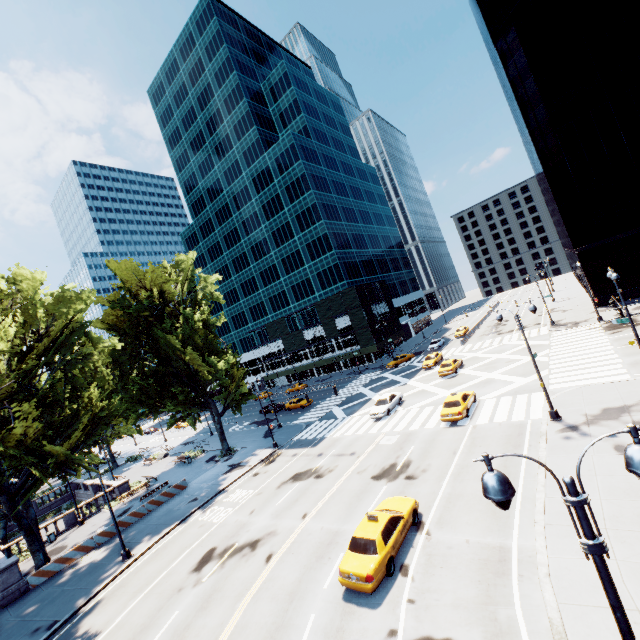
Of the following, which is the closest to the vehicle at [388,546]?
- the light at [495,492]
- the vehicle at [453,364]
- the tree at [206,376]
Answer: the light at [495,492]

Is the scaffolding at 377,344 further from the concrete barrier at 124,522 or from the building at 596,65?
the concrete barrier at 124,522

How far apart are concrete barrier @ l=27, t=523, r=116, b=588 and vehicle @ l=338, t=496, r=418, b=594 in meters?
23.1

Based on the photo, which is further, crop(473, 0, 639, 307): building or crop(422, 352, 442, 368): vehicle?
crop(422, 352, 442, 368): vehicle

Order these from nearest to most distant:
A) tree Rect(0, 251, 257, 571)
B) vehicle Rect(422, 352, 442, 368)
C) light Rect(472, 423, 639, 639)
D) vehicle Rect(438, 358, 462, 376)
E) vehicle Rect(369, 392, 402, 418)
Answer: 1. light Rect(472, 423, 639, 639)
2. tree Rect(0, 251, 257, 571)
3. vehicle Rect(369, 392, 402, 418)
4. vehicle Rect(438, 358, 462, 376)
5. vehicle Rect(422, 352, 442, 368)

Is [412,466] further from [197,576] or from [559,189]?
[559,189]

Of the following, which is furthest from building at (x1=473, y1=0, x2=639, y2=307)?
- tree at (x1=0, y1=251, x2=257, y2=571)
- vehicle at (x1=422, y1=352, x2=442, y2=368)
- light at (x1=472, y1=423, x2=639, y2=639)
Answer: light at (x1=472, y1=423, x2=639, y2=639)
